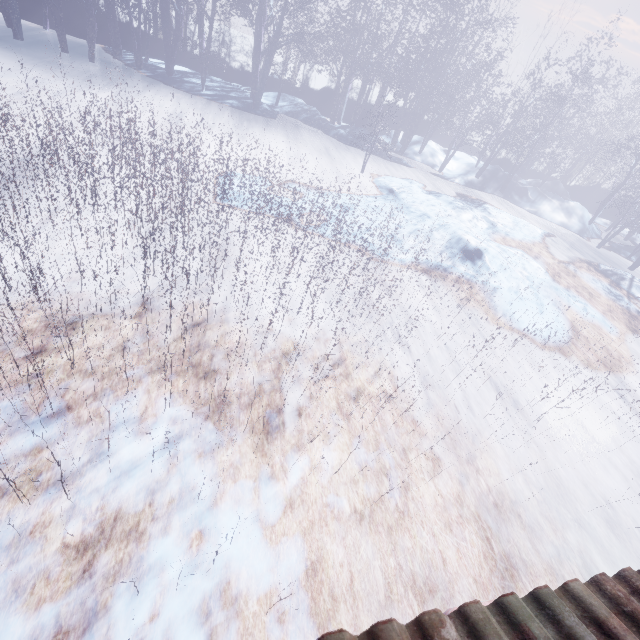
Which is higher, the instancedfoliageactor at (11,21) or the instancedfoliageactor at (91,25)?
the instancedfoliageactor at (91,25)

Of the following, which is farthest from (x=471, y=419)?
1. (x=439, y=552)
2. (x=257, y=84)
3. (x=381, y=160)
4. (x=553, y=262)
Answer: (x=257, y=84)

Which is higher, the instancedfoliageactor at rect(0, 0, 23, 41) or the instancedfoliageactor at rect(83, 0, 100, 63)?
the instancedfoliageactor at rect(83, 0, 100, 63)
